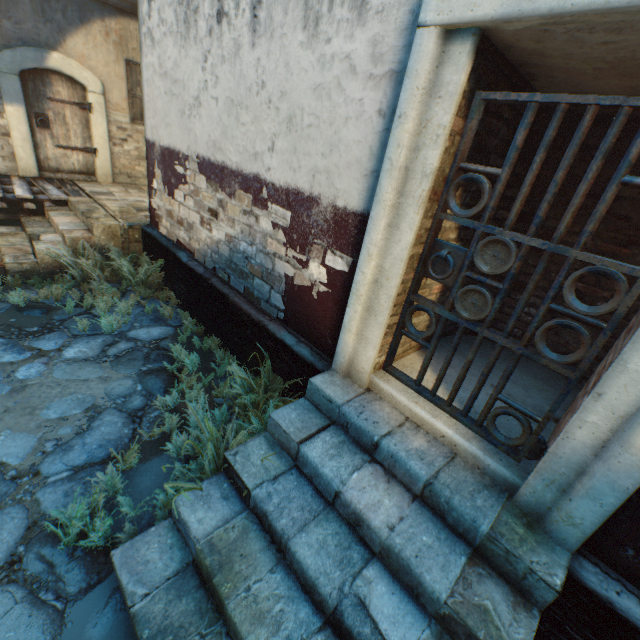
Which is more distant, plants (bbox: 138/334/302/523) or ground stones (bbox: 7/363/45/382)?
ground stones (bbox: 7/363/45/382)

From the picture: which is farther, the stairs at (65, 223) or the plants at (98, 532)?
the stairs at (65, 223)

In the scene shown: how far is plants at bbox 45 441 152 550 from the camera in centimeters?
222cm

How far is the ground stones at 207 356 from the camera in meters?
3.7

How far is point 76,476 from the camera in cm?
266

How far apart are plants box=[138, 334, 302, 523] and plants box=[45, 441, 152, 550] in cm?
12

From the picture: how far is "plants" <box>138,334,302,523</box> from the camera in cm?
255

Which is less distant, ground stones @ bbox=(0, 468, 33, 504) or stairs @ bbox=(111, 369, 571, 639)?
stairs @ bbox=(111, 369, 571, 639)
